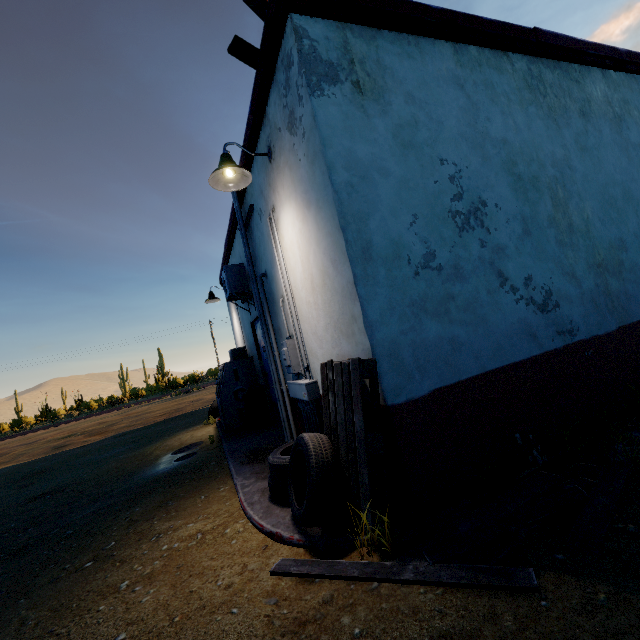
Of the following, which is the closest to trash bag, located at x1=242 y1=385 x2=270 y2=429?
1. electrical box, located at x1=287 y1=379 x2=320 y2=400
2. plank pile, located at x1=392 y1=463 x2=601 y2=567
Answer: electrical box, located at x1=287 y1=379 x2=320 y2=400

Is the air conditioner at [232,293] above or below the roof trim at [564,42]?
below

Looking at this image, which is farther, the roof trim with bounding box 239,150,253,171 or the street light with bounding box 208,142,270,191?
the roof trim with bounding box 239,150,253,171

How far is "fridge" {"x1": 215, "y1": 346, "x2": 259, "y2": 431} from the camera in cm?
701

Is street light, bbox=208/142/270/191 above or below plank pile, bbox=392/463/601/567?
above

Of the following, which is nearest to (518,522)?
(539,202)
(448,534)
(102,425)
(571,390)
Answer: (448,534)

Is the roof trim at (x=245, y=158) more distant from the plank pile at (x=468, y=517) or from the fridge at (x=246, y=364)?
the plank pile at (x=468, y=517)

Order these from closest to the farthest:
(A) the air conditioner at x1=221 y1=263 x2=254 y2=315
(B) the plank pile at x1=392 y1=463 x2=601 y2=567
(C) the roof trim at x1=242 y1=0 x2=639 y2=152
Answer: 1. (B) the plank pile at x1=392 y1=463 x2=601 y2=567
2. (C) the roof trim at x1=242 y1=0 x2=639 y2=152
3. (A) the air conditioner at x1=221 y1=263 x2=254 y2=315
